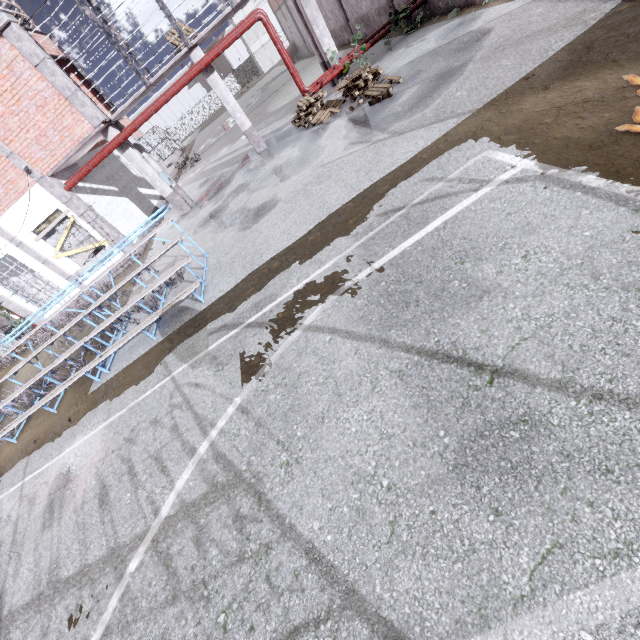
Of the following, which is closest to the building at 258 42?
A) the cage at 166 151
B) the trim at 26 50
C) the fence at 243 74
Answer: the fence at 243 74

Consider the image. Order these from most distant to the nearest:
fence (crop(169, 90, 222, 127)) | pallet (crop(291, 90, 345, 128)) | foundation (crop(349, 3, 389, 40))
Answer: fence (crop(169, 90, 222, 127)) < foundation (crop(349, 3, 389, 40)) < pallet (crop(291, 90, 345, 128))

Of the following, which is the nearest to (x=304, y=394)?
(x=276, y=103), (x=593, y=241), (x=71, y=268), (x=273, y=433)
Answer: (x=273, y=433)

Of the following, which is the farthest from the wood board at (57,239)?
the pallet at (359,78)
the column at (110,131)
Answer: the pallet at (359,78)

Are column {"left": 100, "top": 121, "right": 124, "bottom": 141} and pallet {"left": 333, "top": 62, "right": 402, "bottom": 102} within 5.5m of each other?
no

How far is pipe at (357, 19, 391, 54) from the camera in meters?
11.9 m

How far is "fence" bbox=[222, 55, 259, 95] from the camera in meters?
57.3 m

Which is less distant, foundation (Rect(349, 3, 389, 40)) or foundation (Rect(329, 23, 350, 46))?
foundation (Rect(349, 3, 389, 40))
